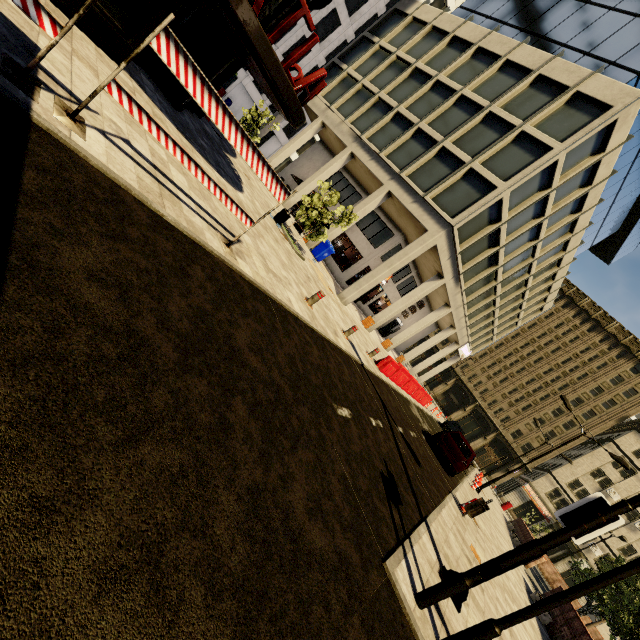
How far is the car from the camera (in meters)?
13.55

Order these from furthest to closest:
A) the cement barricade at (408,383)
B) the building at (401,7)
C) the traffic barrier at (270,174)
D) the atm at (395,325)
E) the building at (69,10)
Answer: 1. the atm at (395,325)
2. the cement barricade at (408,383)
3. the building at (401,7)
4. the building at (69,10)
5. the traffic barrier at (270,174)

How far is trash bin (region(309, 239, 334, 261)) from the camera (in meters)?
19.83

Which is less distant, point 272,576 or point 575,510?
point 272,576

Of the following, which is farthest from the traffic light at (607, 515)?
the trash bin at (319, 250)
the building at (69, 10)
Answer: the trash bin at (319, 250)

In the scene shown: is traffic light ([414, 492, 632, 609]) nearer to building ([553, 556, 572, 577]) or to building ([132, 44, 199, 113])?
building ([132, 44, 199, 113])

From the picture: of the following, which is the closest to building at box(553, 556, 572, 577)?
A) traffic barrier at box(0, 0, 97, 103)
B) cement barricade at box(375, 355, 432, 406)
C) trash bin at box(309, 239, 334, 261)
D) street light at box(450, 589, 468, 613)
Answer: trash bin at box(309, 239, 334, 261)

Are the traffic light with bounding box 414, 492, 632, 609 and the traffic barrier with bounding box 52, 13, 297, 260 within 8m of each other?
yes
